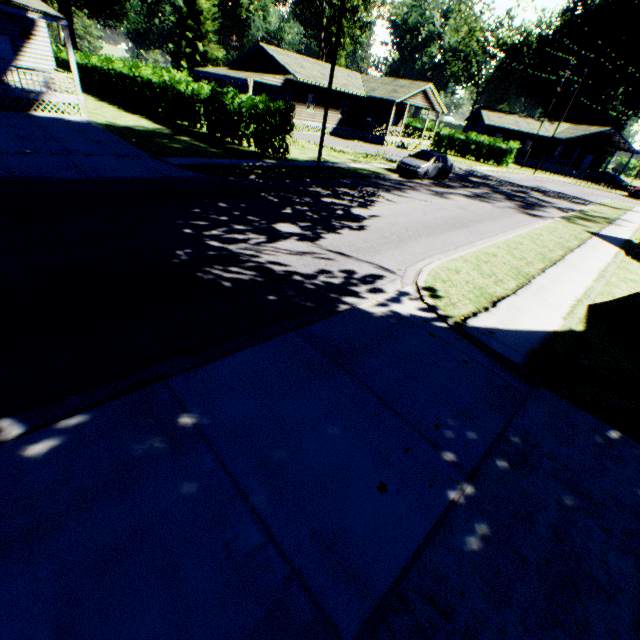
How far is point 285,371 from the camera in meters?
4.5 m

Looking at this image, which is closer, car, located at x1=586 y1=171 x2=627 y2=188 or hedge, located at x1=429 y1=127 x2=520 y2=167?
hedge, located at x1=429 y1=127 x2=520 y2=167

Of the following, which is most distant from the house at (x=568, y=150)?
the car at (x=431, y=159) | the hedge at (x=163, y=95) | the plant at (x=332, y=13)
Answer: the hedge at (x=163, y=95)

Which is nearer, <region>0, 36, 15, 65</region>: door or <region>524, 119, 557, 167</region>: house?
<region>0, 36, 15, 65</region>: door

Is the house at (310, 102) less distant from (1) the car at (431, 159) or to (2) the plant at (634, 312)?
(1) the car at (431, 159)

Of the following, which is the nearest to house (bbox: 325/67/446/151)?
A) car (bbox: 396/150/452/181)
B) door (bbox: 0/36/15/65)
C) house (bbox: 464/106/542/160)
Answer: house (bbox: 464/106/542/160)

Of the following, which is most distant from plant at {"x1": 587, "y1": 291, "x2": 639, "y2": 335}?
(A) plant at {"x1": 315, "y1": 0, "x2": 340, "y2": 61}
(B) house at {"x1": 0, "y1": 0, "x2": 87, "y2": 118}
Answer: (A) plant at {"x1": 315, "y1": 0, "x2": 340, "y2": 61}

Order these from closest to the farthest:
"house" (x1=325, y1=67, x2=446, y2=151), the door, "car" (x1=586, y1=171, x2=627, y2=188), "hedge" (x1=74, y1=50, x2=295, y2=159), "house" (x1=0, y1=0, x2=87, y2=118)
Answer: "house" (x1=0, y1=0, x2=87, y2=118) < "hedge" (x1=74, y1=50, x2=295, y2=159) < the door < "house" (x1=325, y1=67, x2=446, y2=151) < "car" (x1=586, y1=171, x2=627, y2=188)
